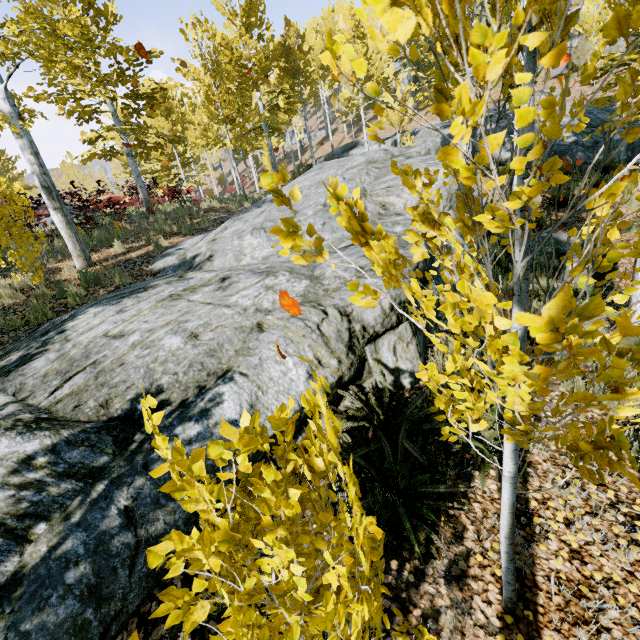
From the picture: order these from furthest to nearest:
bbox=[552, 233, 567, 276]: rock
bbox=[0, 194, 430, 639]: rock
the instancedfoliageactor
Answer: bbox=[552, 233, 567, 276]: rock, bbox=[0, 194, 430, 639]: rock, the instancedfoliageactor

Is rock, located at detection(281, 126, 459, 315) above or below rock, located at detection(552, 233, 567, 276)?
above

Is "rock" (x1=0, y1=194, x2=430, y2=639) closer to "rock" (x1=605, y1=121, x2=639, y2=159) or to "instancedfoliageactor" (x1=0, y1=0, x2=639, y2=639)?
"instancedfoliageactor" (x1=0, y1=0, x2=639, y2=639)

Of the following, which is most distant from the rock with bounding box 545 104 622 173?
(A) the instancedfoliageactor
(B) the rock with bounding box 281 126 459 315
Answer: (B) the rock with bounding box 281 126 459 315

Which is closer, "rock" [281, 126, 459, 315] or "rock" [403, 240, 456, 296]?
"rock" [403, 240, 456, 296]

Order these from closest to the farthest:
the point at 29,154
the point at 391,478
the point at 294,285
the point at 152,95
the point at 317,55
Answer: the point at 391,478, the point at 294,285, the point at 29,154, the point at 152,95, the point at 317,55

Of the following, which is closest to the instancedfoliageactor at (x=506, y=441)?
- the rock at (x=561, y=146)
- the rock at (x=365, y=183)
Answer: the rock at (x=365, y=183)

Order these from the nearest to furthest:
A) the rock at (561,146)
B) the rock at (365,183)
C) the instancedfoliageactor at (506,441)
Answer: the instancedfoliageactor at (506,441), the rock at (365,183), the rock at (561,146)
